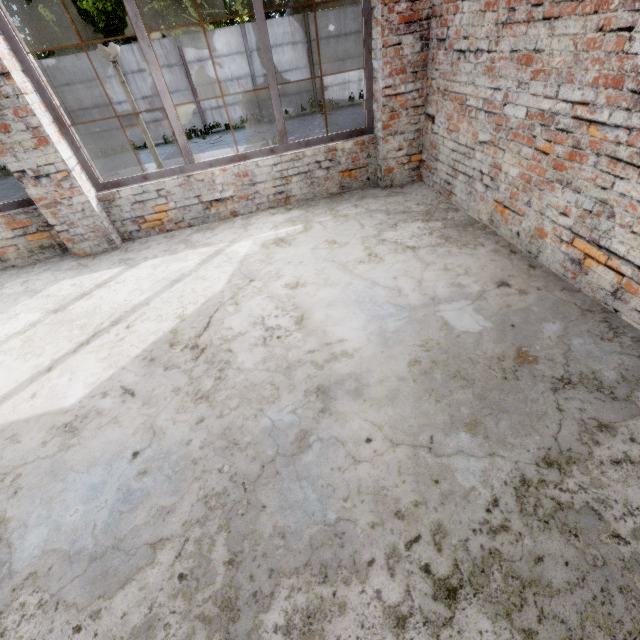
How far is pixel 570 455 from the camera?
1.8 meters

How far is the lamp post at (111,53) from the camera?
4.56m

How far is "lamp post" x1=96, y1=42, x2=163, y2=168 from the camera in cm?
456
